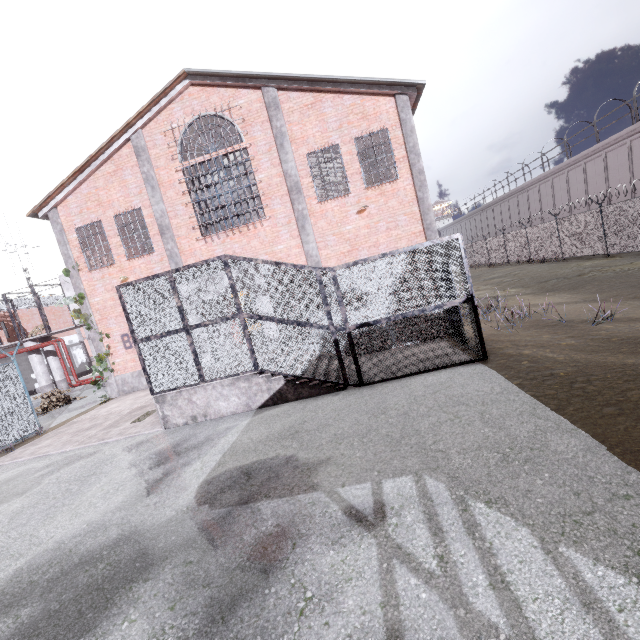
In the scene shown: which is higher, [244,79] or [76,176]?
[244,79]

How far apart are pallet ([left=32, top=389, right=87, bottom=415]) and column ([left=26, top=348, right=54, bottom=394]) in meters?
4.0 m

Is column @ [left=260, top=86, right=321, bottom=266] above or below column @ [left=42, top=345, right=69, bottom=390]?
above

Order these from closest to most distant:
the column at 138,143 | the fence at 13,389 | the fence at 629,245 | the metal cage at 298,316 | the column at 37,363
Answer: the metal cage at 298,316 < the fence at 13,389 < the column at 138,143 < the fence at 629,245 < the column at 37,363

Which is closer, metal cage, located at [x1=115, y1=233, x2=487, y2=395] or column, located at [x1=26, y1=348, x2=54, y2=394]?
metal cage, located at [x1=115, y1=233, x2=487, y2=395]

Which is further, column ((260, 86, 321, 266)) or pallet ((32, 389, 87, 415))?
pallet ((32, 389, 87, 415))

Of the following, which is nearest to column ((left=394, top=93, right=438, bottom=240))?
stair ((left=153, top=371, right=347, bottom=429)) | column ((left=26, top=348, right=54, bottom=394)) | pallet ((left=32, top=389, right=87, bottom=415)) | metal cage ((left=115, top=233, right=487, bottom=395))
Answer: metal cage ((left=115, top=233, right=487, bottom=395))

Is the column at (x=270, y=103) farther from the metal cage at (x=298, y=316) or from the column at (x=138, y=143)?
the column at (x=138, y=143)
